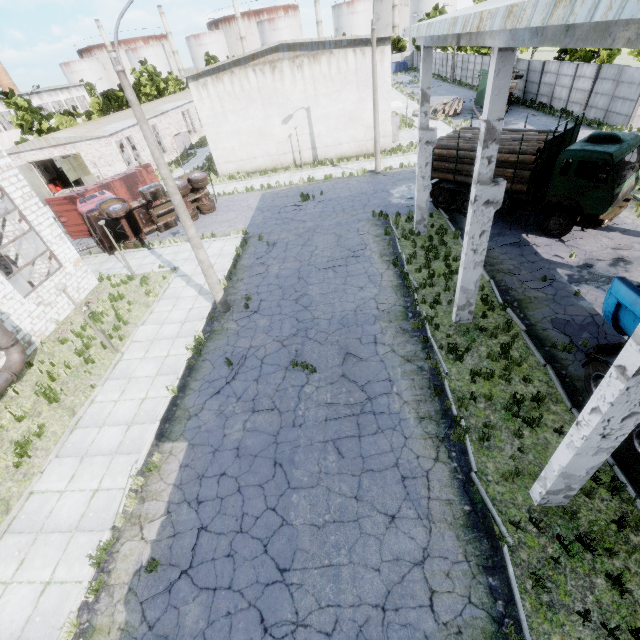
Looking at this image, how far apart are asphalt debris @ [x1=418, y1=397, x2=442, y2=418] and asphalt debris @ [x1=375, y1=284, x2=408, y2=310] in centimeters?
426cm

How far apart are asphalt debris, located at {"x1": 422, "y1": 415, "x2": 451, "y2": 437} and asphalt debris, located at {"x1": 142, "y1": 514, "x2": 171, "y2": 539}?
6.0m

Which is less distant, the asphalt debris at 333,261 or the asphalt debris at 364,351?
the asphalt debris at 364,351

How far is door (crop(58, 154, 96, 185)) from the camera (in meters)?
29.66

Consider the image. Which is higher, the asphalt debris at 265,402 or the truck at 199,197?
the truck at 199,197

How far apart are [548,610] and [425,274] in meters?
11.0

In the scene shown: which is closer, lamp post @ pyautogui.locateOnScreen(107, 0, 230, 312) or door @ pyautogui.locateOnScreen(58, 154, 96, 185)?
lamp post @ pyautogui.locateOnScreen(107, 0, 230, 312)

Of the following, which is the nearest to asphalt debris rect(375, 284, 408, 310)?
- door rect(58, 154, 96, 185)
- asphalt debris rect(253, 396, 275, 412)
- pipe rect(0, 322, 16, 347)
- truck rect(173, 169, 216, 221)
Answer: asphalt debris rect(253, 396, 275, 412)
